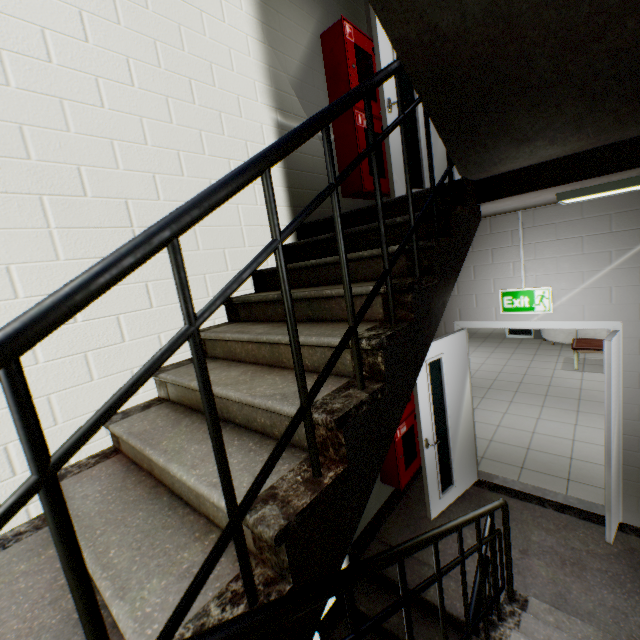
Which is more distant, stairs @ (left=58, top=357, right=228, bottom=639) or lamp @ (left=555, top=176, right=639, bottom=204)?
lamp @ (left=555, top=176, right=639, bottom=204)

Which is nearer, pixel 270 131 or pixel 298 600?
pixel 298 600

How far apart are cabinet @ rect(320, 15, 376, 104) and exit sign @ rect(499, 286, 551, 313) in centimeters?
175cm

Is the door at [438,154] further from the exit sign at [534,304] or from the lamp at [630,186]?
the exit sign at [534,304]

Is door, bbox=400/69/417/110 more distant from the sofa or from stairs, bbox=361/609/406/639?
the sofa

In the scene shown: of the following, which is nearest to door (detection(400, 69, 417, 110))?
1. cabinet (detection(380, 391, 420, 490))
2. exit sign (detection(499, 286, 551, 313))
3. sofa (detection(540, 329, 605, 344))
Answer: exit sign (detection(499, 286, 551, 313))

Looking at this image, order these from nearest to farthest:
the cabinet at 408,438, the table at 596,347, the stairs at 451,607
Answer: the stairs at 451,607
the cabinet at 408,438
the table at 596,347

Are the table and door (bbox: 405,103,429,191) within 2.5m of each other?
Answer: no
